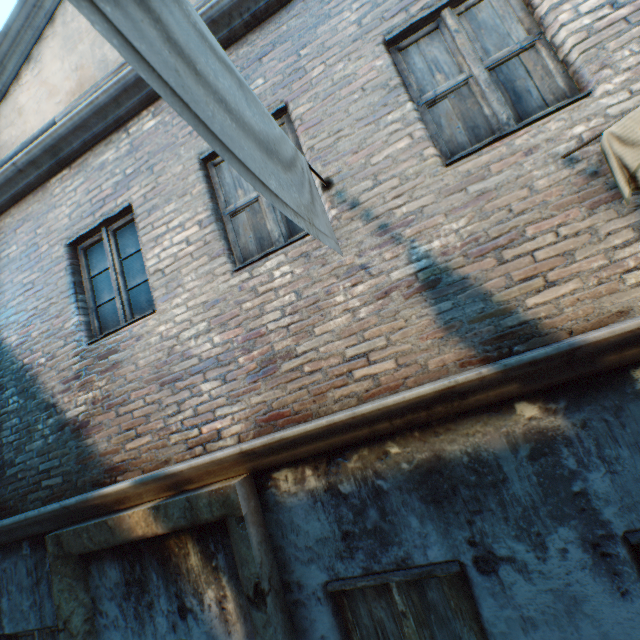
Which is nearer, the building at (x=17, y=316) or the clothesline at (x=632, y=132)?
the clothesline at (x=632, y=132)

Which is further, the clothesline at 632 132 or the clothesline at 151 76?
the clothesline at 632 132

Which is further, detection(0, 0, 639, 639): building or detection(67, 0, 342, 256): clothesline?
detection(0, 0, 639, 639): building

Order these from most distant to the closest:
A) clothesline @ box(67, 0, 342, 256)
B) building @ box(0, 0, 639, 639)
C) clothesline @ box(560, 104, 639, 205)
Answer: building @ box(0, 0, 639, 639) < clothesline @ box(560, 104, 639, 205) < clothesline @ box(67, 0, 342, 256)

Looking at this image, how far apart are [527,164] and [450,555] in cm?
278

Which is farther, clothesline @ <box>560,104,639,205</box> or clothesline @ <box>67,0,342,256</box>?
clothesline @ <box>560,104,639,205</box>
